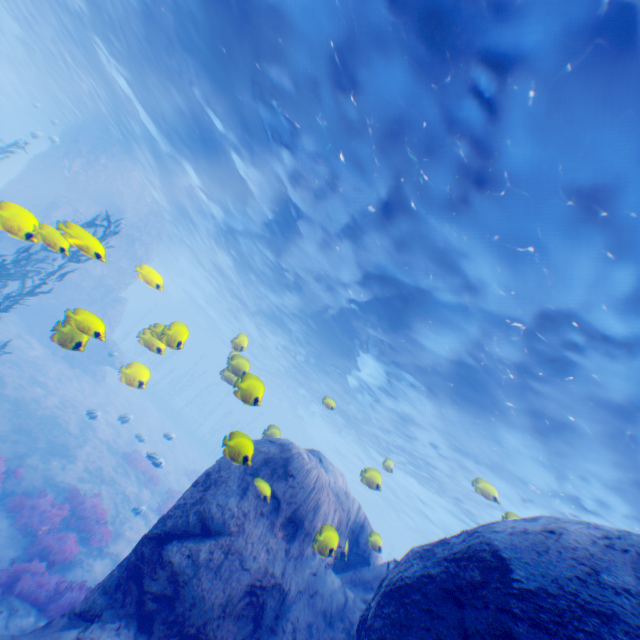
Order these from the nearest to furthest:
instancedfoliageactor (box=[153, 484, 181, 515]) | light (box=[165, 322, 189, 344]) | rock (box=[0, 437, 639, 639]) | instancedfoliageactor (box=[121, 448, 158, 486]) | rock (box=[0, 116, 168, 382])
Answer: rock (box=[0, 437, 639, 639]), rock (box=[0, 116, 168, 382]), light (box=[165, 322, 189, 344]), instancedfoliageactor (box=[153, 484, 181, 515]), instancedfoliageactor (box=[121, 448, 158, 486])

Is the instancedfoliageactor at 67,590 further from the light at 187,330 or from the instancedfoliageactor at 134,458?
the instancedfoliageactor at 134,458

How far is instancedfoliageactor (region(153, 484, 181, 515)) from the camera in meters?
16.3 m

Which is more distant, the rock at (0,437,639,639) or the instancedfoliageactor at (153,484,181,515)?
the instancedfoliageactor at (153,484,181,515)

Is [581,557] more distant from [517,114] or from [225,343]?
[225,343]

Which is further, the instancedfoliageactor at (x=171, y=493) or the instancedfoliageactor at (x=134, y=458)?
the instancedfoliageactor at (x=134, y=458)

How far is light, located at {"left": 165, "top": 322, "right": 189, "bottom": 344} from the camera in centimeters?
600cm

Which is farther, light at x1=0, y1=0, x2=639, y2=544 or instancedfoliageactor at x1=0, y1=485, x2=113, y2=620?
instancedfoliageactor at x1=0, y1=485, x2=113, y2=620
